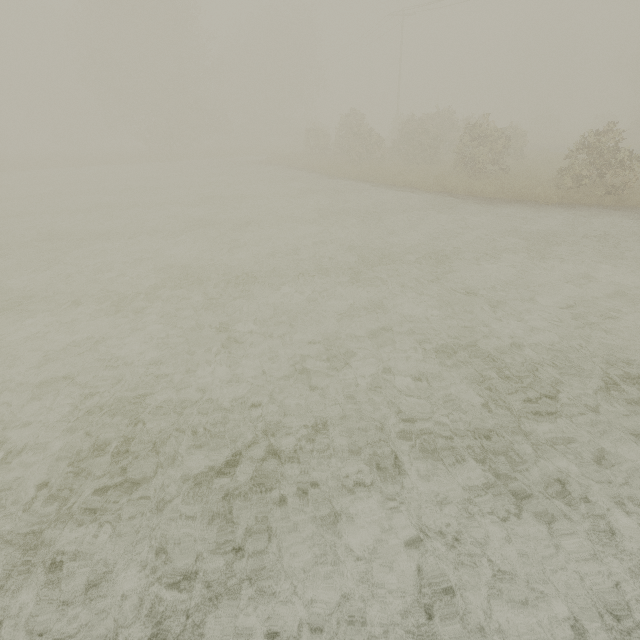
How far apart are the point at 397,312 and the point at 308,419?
3.3 meters
